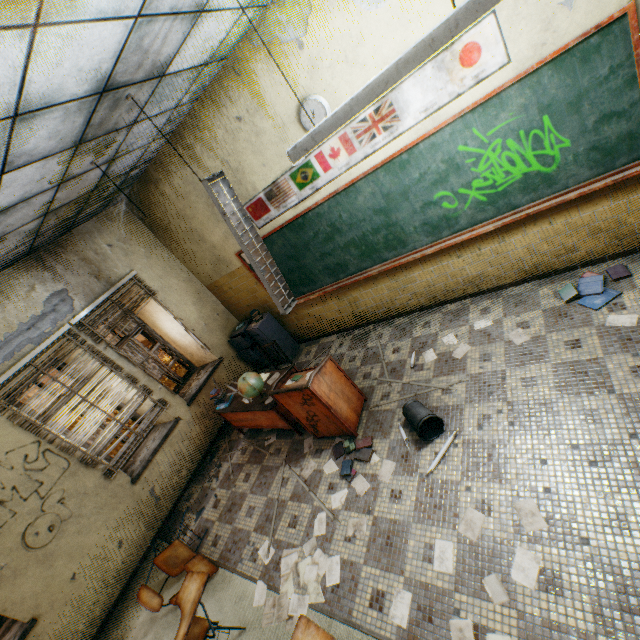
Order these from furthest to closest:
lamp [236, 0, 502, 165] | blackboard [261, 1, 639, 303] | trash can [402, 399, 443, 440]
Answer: trash can [402, 399, 443, 440] → blackboard [261, 1, 639, 303] → lamp [236, 0, 502, 165]

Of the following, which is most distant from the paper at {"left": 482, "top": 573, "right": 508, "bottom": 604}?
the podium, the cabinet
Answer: the cabinet

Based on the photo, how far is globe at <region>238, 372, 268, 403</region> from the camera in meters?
4.2

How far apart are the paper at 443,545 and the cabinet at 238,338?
4.1 meters

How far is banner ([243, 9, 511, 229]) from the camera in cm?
277

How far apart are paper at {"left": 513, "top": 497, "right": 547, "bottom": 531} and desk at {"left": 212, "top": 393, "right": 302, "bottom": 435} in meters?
2.7 m

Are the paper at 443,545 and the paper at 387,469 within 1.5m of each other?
yes

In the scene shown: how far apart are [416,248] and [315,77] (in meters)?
2.26
